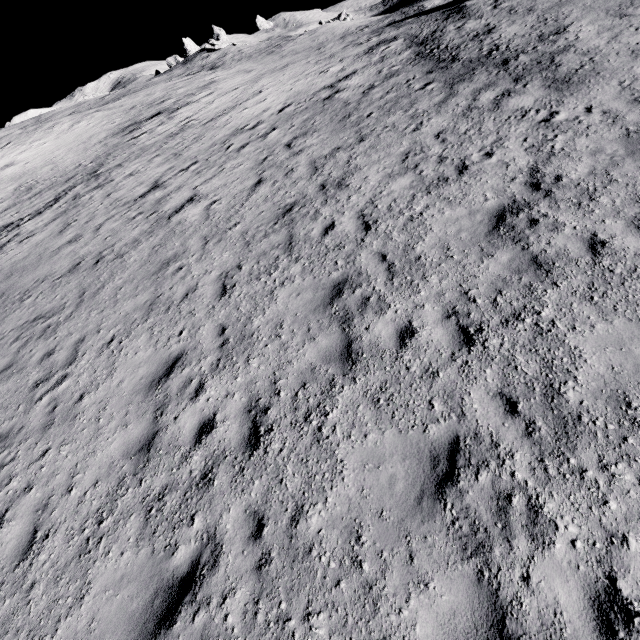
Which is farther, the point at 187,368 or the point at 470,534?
the point at 187,368
